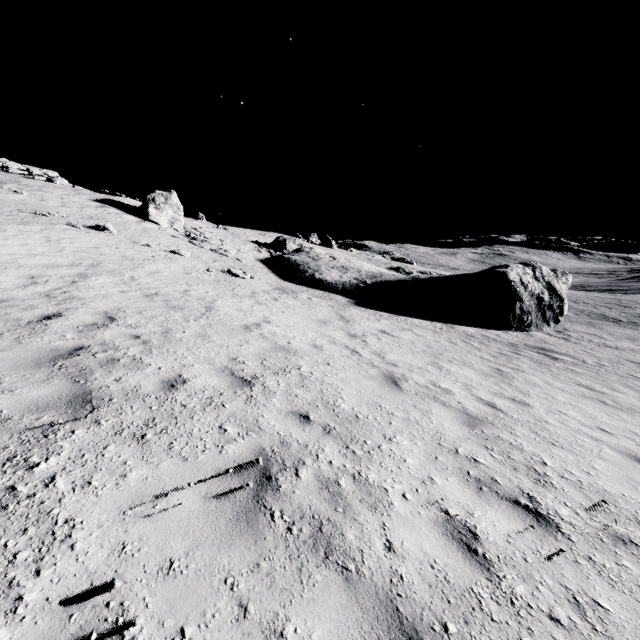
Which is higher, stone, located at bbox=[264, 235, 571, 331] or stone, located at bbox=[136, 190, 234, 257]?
stone, located at bbox=[136, 190, 234, 257]

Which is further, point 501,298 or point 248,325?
point 501,298

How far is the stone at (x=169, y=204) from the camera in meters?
26.0

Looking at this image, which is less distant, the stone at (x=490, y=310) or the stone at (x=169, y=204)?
the stone at (x=490, y=310)

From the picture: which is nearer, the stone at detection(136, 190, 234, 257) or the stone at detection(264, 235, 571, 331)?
the stone at detection(264, 235, 571, 331)

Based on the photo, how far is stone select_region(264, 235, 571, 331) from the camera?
23.2 meters
